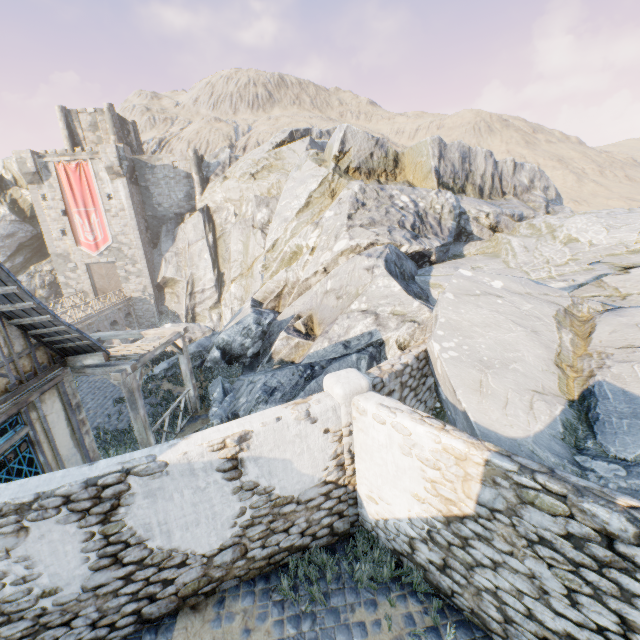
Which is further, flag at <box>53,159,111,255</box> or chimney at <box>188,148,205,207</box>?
chimney at <box>188,148,205,207</box>

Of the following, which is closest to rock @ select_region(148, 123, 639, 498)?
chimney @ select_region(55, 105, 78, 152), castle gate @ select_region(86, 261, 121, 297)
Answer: chimney @ select_region(55, 105, 78, 152)

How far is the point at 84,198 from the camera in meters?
31.5

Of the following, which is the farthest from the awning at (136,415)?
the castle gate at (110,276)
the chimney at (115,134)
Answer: the chimney at (115,134)

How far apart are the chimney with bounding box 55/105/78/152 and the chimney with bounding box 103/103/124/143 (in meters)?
3.19

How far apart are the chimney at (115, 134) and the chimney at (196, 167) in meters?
7.3

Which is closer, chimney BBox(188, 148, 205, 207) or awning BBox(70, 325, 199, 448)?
awning BBox(70, 325, 199, 448)

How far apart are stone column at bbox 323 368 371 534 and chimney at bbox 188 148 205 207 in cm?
3446
